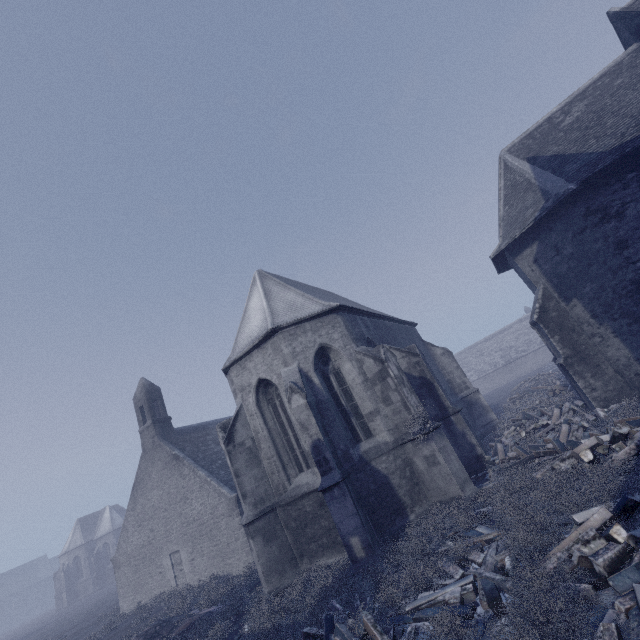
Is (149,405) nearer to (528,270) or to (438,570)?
(438,570)
